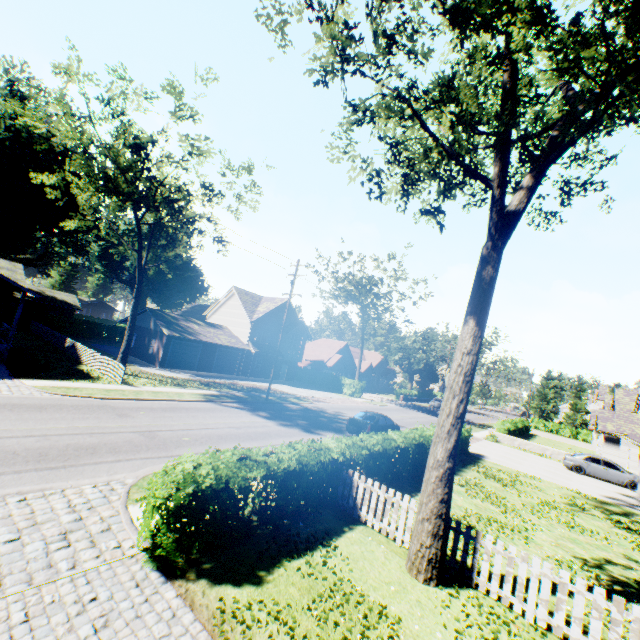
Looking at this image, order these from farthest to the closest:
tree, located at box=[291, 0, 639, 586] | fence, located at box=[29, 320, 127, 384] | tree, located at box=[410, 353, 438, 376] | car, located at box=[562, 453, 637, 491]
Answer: tree, located at box=[410, 353, 438, 376], car, located at box=[562, 453, 637, 491], fence, located at box=[29, 320, 127, 384], tree, located at box=[291, 0, 639, 586]

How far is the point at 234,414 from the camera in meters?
19.4

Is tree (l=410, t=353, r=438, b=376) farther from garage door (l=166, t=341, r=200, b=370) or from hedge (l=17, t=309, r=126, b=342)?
garage door (l=166, t=341, r=200, b=370)

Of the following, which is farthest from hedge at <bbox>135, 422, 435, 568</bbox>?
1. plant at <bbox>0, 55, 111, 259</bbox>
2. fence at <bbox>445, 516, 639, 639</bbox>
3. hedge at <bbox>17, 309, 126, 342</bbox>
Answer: plant at <bbox>0, 55, 111, 259</bbox>

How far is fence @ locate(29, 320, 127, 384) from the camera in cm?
2106

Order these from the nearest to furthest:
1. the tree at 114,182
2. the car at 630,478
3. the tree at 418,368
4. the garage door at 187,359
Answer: the tree at 114,182 < the car at 630,478 < the garage door at 187,359 < the tree at 418,368

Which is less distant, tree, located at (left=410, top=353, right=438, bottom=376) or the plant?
the plant

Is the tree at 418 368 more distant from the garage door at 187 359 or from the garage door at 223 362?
the garage door at 187 359
